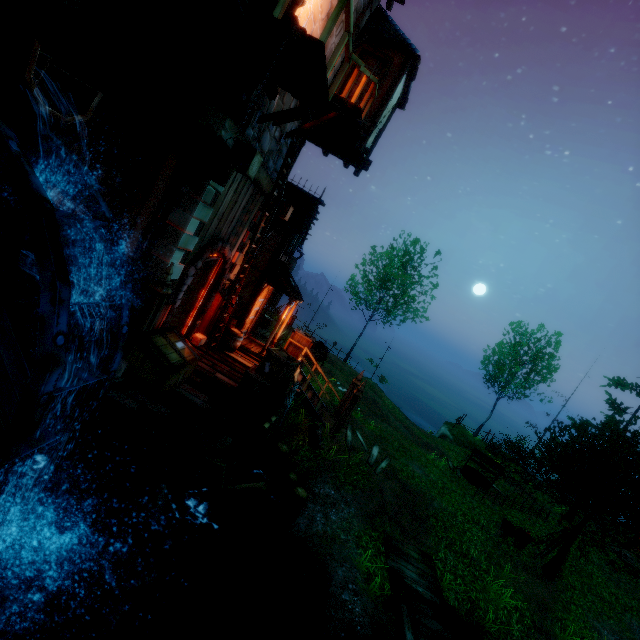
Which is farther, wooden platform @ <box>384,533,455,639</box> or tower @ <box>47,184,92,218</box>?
wooden platform @ <box>384,533,455,639</box>

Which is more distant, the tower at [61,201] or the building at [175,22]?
the tower at [61,201]

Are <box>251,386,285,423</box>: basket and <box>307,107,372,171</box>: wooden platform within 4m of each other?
no

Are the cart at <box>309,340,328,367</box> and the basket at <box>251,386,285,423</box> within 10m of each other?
yes

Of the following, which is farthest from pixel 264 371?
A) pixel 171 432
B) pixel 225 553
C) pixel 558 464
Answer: pixel 558 464

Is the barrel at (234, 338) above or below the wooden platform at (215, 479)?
above

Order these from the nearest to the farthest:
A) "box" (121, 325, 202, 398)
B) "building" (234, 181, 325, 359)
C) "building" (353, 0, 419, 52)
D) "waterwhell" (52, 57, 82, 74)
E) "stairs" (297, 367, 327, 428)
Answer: "waterwhell" (52, 57, 82, 74) → "box" (121, 325, 202, 398) → "building" (353, 0, 419, 52) → "building" (234, 181, 325, 359) → "stairs" (297, 367, 327, 428)

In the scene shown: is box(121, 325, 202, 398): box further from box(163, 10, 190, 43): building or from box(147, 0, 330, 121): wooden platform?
box(147, 0, 330, 121): wooden platform
